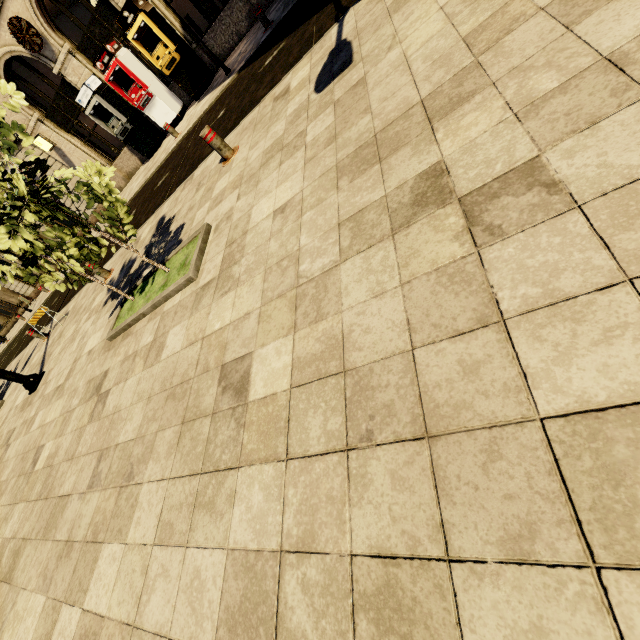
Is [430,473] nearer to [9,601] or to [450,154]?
[450,154]

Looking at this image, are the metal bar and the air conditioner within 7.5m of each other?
no

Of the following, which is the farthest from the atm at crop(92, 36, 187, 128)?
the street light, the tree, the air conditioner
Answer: the tree

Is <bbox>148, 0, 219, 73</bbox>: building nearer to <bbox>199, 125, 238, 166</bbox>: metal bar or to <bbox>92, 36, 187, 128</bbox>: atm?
<bbox>92, 36, 187, 128</bbox>: atm

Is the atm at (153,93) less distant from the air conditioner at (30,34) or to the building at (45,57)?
the building at (45,57)

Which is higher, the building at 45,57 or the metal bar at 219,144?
the building at 45,57

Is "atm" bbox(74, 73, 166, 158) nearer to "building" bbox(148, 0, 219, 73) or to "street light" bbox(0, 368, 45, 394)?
"building" bbox(148, 0, 219, 73)

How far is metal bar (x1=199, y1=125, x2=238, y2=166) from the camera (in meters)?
5.23
